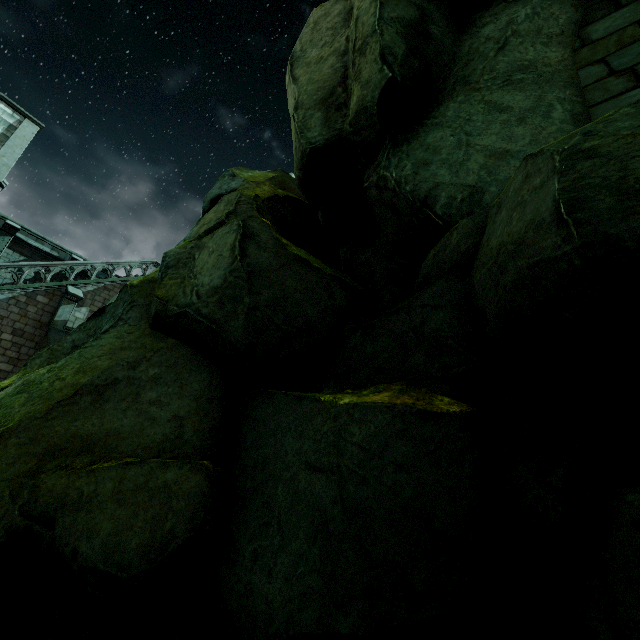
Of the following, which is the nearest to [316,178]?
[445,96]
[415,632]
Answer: [445,96]

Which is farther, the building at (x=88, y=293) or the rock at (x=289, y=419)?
the building at (x=88, y=293)

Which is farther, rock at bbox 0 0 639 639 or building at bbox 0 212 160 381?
building at bbox 0 212 160 381

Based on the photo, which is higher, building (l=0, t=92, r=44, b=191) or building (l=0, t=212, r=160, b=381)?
building (l=0, t=92, r=44, b=191)

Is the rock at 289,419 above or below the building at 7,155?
below

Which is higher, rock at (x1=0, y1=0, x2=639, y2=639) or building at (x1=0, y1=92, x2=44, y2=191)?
building at (x1=0, y1=92, x2=44, y2=191)
